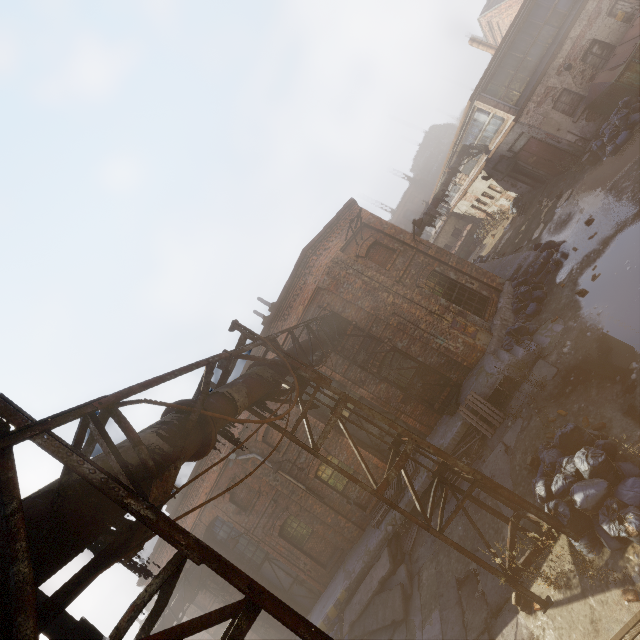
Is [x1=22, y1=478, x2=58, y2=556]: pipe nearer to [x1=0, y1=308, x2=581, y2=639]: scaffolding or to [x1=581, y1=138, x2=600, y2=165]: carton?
[x1=0, y1=308, x2=581, y2=639]: scaffolding

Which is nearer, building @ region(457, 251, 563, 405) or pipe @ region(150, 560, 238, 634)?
building @ region(457, 251, 563, 405)

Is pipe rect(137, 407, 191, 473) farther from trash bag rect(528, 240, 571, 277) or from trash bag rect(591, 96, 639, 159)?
trash bag rect(591, 96, 639, 159)

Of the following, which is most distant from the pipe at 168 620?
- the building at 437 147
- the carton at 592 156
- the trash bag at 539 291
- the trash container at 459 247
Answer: the building at 437 147

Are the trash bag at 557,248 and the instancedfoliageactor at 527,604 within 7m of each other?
no

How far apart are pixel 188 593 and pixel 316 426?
8.8m

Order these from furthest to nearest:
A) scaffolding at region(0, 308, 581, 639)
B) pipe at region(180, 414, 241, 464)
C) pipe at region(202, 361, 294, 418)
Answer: pipe at region(202, 361, 294, 418), pipe at region(180, 414, 241, 464), scaffolding at region(0, 308, 581, 639)

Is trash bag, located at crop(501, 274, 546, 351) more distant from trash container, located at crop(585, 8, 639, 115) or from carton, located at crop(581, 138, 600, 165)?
trash container, located at crop(585, 8, 639, 115)
